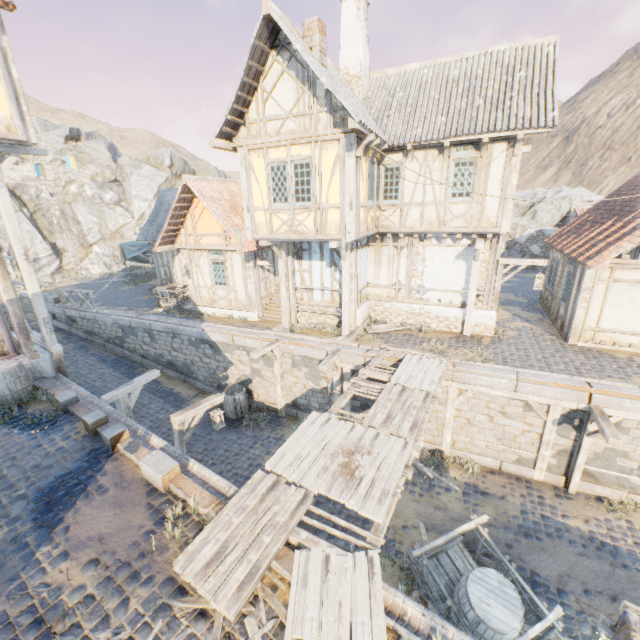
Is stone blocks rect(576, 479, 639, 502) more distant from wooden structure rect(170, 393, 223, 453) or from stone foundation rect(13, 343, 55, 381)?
stone foundation rect(13, 343, 55, 381)

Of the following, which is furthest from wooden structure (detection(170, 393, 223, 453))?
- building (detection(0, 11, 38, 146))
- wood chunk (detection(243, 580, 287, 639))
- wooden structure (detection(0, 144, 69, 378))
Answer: building (detection(0, 11, 38, 146))

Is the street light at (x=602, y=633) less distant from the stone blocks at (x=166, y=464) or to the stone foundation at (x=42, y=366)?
the stone blocks at (x=166, y=464)

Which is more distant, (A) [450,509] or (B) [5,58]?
(A) [450,509]

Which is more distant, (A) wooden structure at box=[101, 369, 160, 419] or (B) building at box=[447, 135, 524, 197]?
(B) building at box=[447, 135, 524, 197]

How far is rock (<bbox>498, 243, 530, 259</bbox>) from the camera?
25.6m

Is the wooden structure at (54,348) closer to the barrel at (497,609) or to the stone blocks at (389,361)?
the stone blocks at (389,361)

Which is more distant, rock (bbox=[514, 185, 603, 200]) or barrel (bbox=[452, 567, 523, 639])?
rock (bbox=[514, 185, 603, 200])
